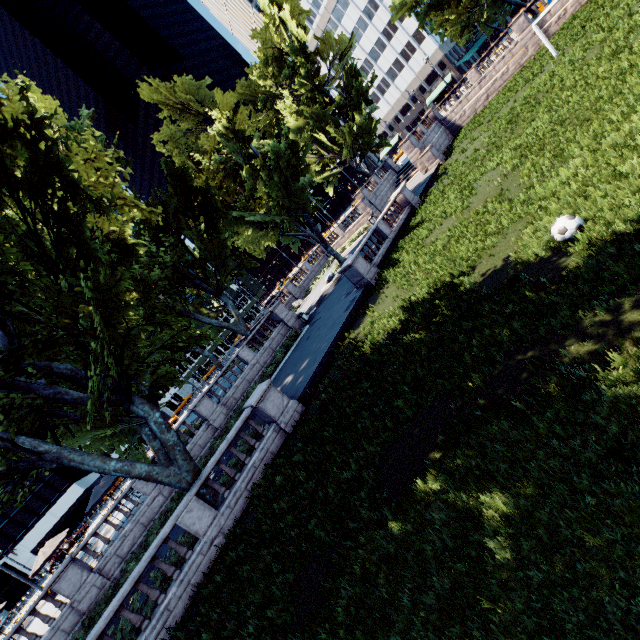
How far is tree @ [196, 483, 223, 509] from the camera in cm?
1290

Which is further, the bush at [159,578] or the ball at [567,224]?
the bush at [159,578]

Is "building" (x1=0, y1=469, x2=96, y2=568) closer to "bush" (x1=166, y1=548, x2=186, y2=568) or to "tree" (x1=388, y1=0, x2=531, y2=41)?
"tree" (x1=388, y1=0, x2=531, y2=41)

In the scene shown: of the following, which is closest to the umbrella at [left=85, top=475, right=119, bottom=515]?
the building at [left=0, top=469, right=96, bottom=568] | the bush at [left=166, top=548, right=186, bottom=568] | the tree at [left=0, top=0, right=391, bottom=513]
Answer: the tree at [left=0, top=0, right=391, bottom=513]

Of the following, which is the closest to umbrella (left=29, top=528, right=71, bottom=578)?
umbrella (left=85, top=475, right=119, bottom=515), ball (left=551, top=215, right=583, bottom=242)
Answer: umbrella (left=85, top=475, right=119, bottom=515)

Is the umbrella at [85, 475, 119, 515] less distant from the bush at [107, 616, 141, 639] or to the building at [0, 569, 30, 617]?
the bush at [107, 616, 141, 639]

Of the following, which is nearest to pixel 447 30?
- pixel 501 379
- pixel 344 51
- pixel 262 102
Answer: pixel 344 51

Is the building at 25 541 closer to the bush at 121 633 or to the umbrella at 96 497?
the umbrella at 96 497
